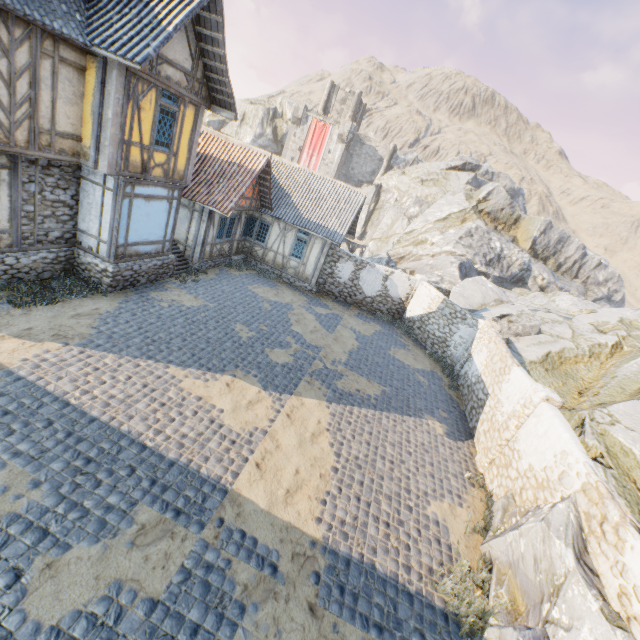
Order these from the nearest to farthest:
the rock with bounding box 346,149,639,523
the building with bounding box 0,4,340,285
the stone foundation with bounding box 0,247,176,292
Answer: the building with bounding box 0,4,340,285 → the stone foundation with bounding box 0,247,176,292 → the rock with bounding box 346,149,639,523

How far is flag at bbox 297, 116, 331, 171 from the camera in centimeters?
4703cm

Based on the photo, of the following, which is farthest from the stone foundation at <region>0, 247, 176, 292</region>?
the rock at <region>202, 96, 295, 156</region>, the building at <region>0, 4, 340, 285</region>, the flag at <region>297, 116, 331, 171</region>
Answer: the rock at <region>202, 96, 295, 156</region>

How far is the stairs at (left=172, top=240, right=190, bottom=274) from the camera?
15.14m

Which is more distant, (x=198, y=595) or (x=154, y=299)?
(x=154, y=299)

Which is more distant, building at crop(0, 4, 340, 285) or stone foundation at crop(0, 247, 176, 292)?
stone foundation at crop(0, 247, 176, 292)

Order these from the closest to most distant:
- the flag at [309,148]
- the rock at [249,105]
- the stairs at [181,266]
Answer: the stairs at [181,266] < the flag at [309,148] < the rock at [249,105]

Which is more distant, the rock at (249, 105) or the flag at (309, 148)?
the rock at (249, 105)
